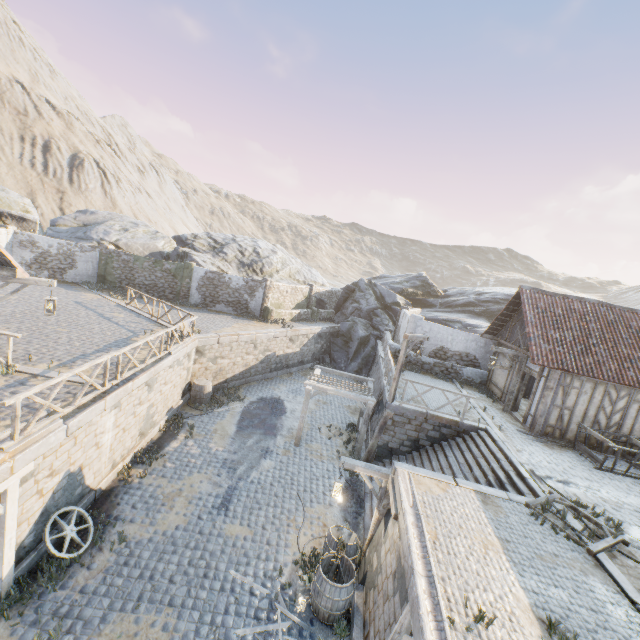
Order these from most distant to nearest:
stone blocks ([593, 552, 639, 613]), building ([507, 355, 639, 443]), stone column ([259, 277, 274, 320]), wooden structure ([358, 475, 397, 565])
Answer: stone column ([259, 277, 274, 320]) < building ([507, 355, 639, 443]) < wooden structure ([358, 475, 397, 565]) < stone blocks ([593, 552, 639, 613])

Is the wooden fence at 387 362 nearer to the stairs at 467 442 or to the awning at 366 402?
the awning at 366 402

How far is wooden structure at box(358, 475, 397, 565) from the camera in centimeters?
777cm

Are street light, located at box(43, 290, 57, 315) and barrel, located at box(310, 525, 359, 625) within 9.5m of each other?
no

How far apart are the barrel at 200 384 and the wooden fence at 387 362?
9.0 meters

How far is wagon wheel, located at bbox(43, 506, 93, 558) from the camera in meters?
7.6

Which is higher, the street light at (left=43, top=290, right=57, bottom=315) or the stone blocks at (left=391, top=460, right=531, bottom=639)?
the street light at (left=43, top=290, right=57, bottom=315)

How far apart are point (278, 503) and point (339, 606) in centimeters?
407cm
